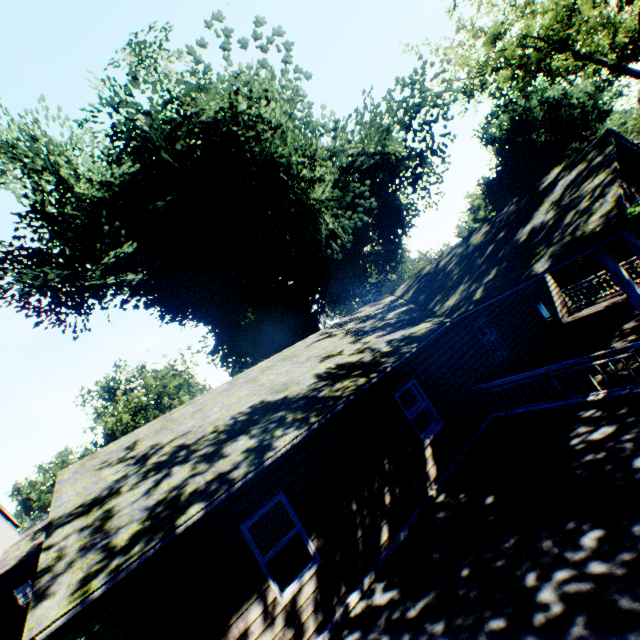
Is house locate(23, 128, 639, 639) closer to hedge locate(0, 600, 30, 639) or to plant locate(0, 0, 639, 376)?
plant locate(0, 0, 639, 376)

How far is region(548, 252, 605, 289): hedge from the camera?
17.92m

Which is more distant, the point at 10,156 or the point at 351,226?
the point at 351,226

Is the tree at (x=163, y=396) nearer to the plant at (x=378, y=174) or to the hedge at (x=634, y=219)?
the plant at (x=378, y=174)

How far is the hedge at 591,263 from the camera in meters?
17.9 m

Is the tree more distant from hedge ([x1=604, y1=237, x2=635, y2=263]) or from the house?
hedge ([x1=604, y1=237, x2=635, y2=263])

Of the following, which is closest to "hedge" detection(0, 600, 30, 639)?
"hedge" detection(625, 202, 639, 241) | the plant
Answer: the plant

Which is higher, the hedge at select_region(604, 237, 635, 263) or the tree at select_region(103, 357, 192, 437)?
the tree at select_region(103, 357, 192, 437)
